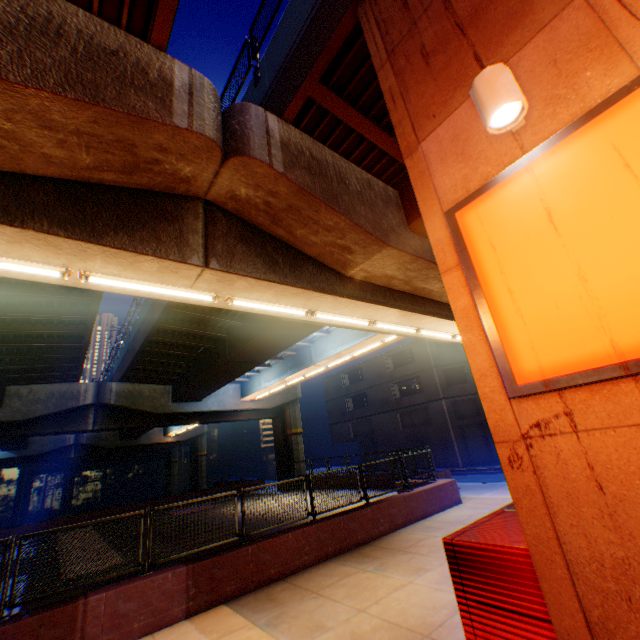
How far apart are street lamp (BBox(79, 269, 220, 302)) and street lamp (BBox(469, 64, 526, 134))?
5.3 meters

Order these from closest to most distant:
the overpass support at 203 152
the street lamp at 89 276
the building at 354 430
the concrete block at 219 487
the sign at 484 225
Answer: the sign at 484 225 → the overpass support at 203 152 → the street lamp at 89 276 → the concrete block at 219 487 → the building at 354 430

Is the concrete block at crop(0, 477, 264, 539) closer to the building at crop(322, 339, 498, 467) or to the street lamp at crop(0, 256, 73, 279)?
the street lamp at crop(0, 256, 73, 279)

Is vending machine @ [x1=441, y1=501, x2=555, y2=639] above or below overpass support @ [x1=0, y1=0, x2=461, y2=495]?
below

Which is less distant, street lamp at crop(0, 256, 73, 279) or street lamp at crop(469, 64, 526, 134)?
street lamp at crop(469, 64, 526, 134)

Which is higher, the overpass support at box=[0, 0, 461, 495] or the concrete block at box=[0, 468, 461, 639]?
the overpass support at box=[0, 0, 461, 495]

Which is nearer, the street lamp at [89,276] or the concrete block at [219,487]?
the street lamp at [89,276]

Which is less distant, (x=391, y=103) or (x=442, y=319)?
(x=391, y=103)
